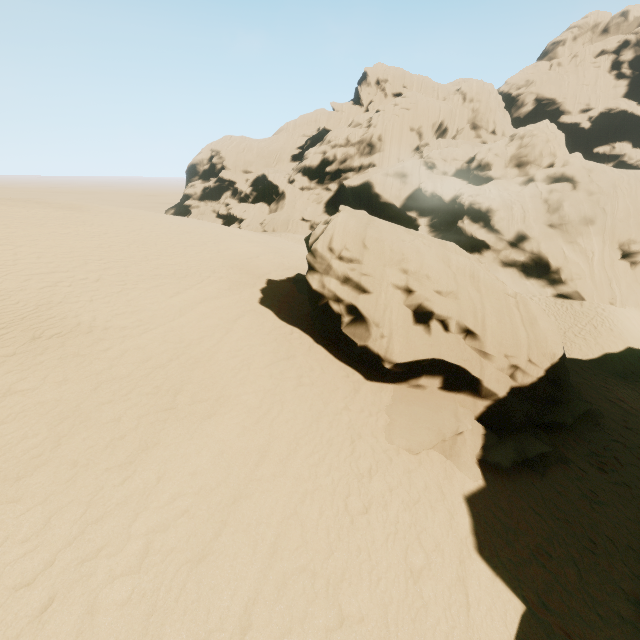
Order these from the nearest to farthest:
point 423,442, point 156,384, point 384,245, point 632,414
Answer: point 156,384 → point 423,442 → point 384,245 → point 632,414
